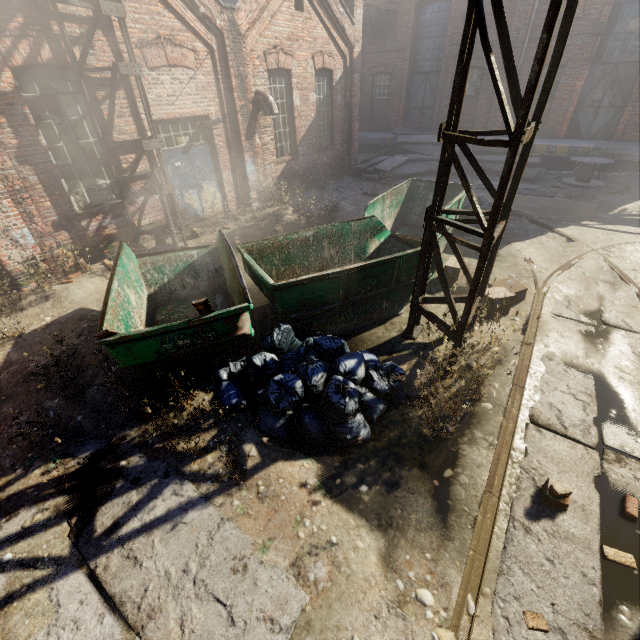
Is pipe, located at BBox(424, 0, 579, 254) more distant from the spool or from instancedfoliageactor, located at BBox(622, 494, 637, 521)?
the spool

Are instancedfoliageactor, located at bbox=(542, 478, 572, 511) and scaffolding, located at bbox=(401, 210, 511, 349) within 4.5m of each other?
yes

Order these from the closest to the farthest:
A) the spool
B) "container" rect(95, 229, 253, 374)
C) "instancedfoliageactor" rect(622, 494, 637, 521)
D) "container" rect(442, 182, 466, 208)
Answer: "instancedfoliageactor" rect(622, 494, 637, 521) → "container" rect(95, 229, 253, 374) → "container" rect(442, 182, 466, 208) → the spool

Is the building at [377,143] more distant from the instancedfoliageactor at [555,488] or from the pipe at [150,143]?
the instancedfoliageactor at [555,488]

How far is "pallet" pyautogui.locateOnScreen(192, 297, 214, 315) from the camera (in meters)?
3.61

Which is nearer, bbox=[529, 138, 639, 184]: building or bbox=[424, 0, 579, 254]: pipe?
bbox=[424, 0, 579, 254]: pipe

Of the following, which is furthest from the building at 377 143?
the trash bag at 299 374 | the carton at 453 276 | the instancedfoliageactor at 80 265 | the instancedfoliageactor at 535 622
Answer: the instancedfoliageactor at 535 622

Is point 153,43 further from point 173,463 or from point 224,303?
point 173,463
